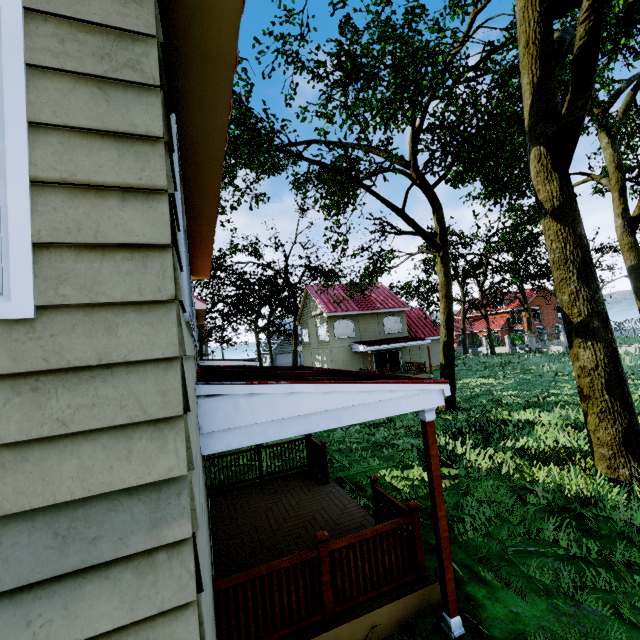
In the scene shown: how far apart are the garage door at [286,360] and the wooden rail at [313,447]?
44.87m

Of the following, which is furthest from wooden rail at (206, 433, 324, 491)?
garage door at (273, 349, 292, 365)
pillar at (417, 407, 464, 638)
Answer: garage door at (273, 349, 292, 365)

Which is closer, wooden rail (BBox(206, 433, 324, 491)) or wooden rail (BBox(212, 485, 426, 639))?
wooden rail (BBox(212, 485, 426, 639))

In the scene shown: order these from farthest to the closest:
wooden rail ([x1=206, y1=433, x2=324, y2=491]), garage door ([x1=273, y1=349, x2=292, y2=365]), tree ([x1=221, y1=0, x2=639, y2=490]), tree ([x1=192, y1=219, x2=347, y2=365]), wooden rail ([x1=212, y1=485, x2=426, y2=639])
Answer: garage door ([x1=273, y1=349, x2=292, y2=365])
tree ([x1=192, y1=219, x2=347, y2=365])
wooden rail ([x1=206, y1=433, x2=324, y2=491])
tree ([x1=221, y1=0, x2=639, y2=490])
wooden rail ([x1=212, y1=485, x2=426, y2=639])

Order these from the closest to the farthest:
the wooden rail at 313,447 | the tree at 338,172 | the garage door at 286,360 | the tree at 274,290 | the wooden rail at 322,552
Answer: the wooden rail at 322,552
the tree at 338,172
the wooden rail at 313,447
the tree at 274,290
the garage door at 286,360

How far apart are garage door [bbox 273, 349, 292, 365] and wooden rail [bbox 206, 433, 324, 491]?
44.9 meters

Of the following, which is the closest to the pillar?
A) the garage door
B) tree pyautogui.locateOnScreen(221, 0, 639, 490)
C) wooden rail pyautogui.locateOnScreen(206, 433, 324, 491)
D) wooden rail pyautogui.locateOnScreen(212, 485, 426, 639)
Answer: wooden rail pyautogui.locateOnScreen(212, 485, 426, 639)

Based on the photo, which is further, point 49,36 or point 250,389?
point 250,389
